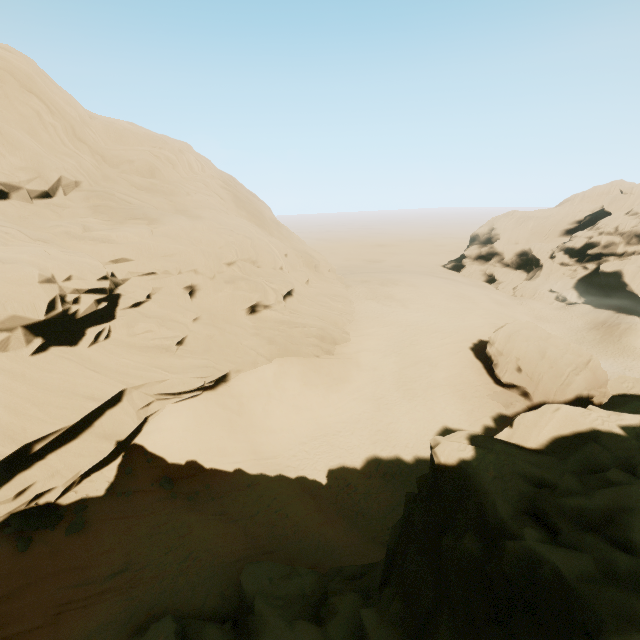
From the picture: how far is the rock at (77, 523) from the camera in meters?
12.9

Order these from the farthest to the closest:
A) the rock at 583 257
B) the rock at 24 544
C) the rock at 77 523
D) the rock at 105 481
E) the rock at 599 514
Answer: the rock at 583 257
the rock at 105 481
the rock at 77 523
the rock at 24 544
the rock at 599 514

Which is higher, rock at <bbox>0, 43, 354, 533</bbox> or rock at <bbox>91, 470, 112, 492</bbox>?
rock at <bbox>0, 43, 354, 533</bbox>

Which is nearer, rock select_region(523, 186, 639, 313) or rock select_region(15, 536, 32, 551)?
rock select_region(15, 536, 32, 551)

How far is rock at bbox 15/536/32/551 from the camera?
11.52m

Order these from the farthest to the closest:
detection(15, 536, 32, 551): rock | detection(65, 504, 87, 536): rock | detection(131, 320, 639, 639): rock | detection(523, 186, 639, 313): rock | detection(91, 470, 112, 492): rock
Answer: detection(523, 186, 639, 313): rock < detection(91, 470, 112, 492): rock < detection(65, 504, 87, 536): rock < detection(15, 536, 32, 551): rock < detection(131, 320, 639, 639): rock

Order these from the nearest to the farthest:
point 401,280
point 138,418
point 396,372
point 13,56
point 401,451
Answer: Answer:
1. point 138,418
2. point 13,56
3. point 401,451
4. point 396,372
5. point 401,280
